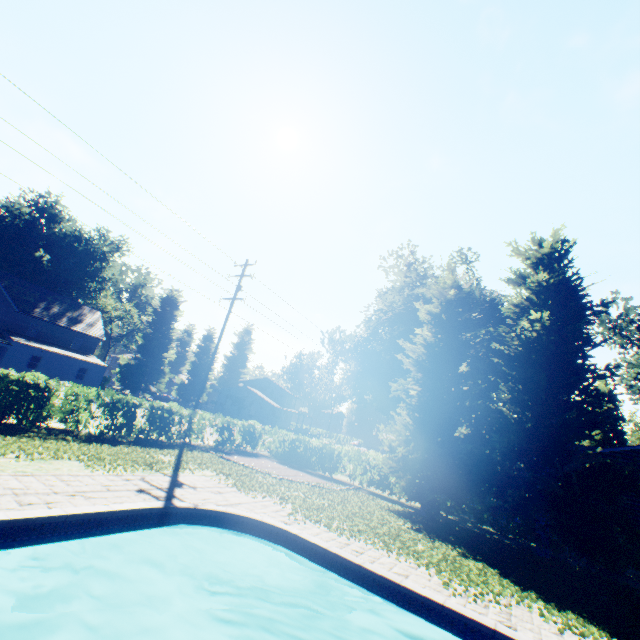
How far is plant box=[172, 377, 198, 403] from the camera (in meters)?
58.12

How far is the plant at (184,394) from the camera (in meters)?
58.12

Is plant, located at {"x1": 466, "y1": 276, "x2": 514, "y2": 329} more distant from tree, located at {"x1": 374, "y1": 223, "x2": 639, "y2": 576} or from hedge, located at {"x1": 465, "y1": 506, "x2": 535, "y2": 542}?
hedge, located at {"x1": 465, "y1": 506, "x2": 535, "y2": 542}

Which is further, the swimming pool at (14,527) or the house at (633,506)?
the house at (633,506)

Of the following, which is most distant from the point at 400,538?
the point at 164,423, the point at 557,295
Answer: the point at 557,295

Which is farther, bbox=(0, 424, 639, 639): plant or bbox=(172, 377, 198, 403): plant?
bbox=(172, 377, 198, 403): plant

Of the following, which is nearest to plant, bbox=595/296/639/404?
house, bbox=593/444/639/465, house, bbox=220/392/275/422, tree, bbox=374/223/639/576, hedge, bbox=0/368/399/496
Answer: house, bbox=220/392/275/422
